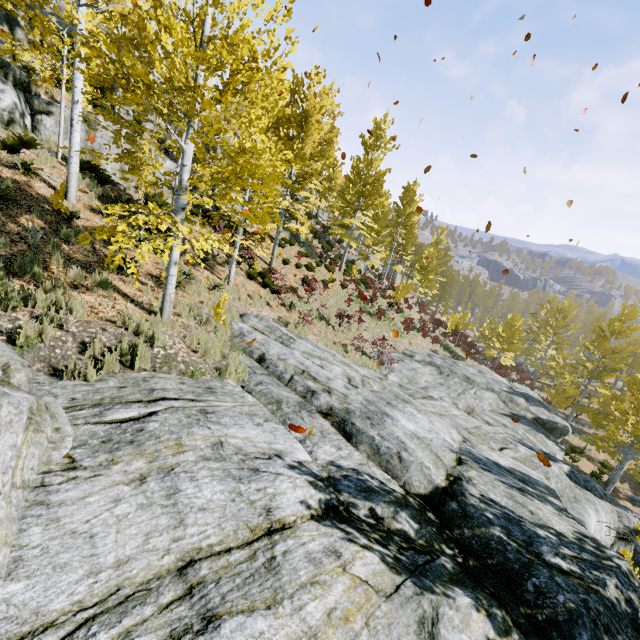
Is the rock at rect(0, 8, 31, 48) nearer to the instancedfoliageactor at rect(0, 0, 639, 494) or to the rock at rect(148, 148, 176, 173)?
the instancedfoliageactor at rect(0, 0, 639, 494)

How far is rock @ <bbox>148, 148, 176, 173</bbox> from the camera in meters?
14.9 m

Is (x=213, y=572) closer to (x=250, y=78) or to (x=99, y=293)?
(x=99, y=293)

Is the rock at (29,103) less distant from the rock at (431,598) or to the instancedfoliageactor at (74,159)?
the instancedfoliageactor at (74,159)

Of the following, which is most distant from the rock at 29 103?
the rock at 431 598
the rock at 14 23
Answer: the rock at 431 598

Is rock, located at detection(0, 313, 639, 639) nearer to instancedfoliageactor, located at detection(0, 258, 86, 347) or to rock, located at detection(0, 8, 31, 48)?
instancedfoliageactor, located at detection(0, 258, 86, 347)

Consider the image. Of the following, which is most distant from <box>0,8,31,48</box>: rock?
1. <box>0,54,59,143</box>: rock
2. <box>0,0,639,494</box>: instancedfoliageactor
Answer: <box>0,54,59,143</box>: rock

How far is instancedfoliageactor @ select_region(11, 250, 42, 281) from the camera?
5.7 meters
